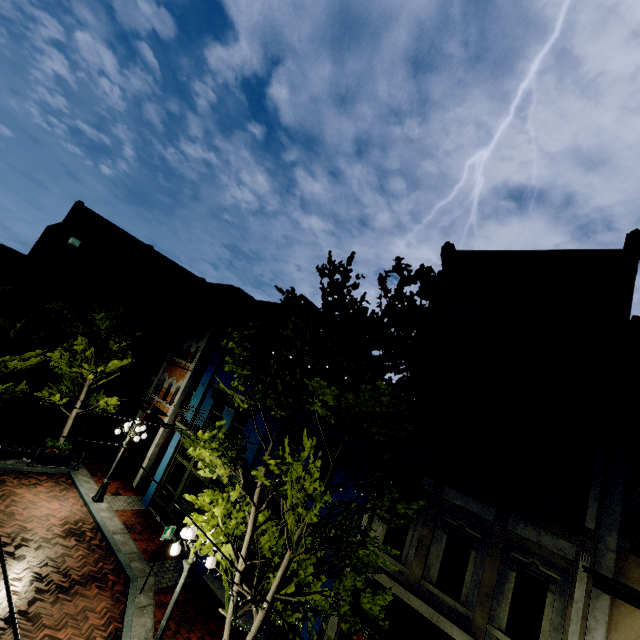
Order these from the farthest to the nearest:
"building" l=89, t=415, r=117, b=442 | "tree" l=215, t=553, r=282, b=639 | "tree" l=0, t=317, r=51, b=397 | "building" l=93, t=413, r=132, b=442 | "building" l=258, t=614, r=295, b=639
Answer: "building" l=89, t=415, r=117, b=442 < "building" l=93, t=413, r=132, b=442 < "tree" l=0, t=317, r=51, b=397 < "building" l=258, t=614, r=295, b=639 < "tree" l=215, t=553, r=282, b=639

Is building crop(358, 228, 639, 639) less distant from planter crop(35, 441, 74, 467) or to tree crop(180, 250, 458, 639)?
tree crop(180, 250, 458, 639)

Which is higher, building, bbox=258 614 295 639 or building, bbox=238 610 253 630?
building, bbox=258 614 295 639

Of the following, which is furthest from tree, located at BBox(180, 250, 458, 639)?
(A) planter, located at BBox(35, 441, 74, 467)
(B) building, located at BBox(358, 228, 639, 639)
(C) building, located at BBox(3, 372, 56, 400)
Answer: (C) building, located at BBox(3, 372, 56, 400)

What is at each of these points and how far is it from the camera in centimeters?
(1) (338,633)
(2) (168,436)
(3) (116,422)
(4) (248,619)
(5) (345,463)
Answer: (1) building, 892cm
(2) building, 1789cm
(3) building, 2091cm
(4) building, 1056cm
(5) tree, 880cm

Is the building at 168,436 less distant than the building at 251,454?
No

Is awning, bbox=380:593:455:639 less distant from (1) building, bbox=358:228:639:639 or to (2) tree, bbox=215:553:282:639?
(1) building, bbox=358:228:639:639

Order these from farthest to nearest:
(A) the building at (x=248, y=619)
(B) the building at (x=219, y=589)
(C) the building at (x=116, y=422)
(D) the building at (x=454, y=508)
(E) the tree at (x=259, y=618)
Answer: (C) the building at (x=116, y=422) < (B) the building at (x=219, y=589) < (A) the building at (x=248, y=619) < (D) the building at (x=454, y=508) < (E) the tree at (x=259, y=618)
